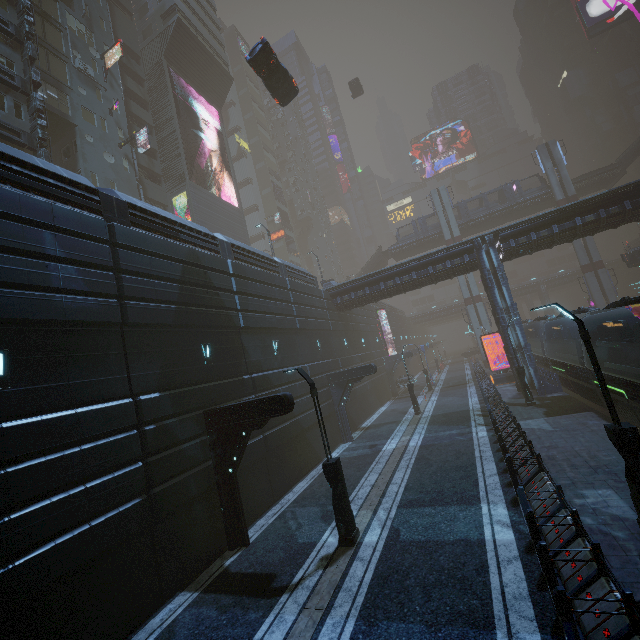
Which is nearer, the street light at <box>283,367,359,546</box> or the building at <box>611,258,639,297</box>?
the street light at <box>283,367,359,546</box>

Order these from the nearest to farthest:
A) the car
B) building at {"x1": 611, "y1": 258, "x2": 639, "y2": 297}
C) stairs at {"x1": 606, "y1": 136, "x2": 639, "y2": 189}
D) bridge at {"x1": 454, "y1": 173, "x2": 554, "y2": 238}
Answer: the car < stairs at {"x1": 606, "y1": 136, "x2": 639, "y2": 189} < bridge at {"x1": 454, "y1": 173, "x2": 554, "y2": 238} < building at {"x1": 611, "y1": 258, "x2": 639, "y2": 297}

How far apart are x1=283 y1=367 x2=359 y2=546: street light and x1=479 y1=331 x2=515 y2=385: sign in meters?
25.0

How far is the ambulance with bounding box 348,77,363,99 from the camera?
52.0 meters

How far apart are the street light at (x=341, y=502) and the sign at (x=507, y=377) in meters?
25.0

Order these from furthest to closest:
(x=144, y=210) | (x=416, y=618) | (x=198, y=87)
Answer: (x=198, y=87) < (x=144, y=210) < (x=416, y=618)

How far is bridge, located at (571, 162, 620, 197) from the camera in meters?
40.5 m

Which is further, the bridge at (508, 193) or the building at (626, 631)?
the bridge at (508, 193)
